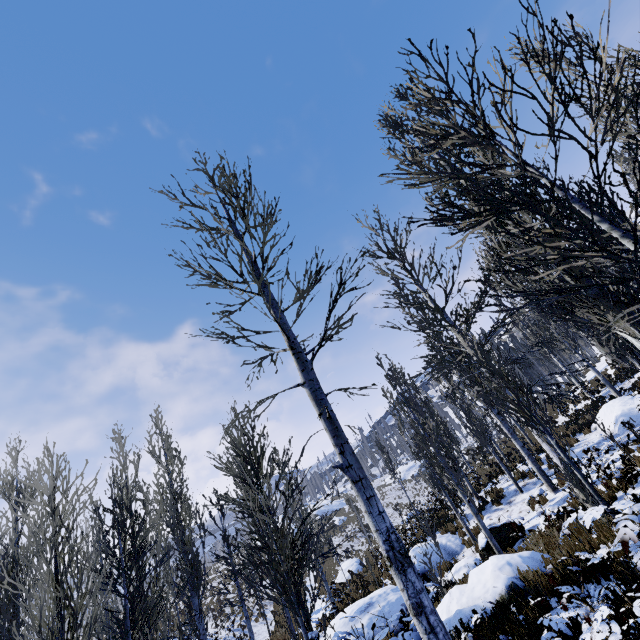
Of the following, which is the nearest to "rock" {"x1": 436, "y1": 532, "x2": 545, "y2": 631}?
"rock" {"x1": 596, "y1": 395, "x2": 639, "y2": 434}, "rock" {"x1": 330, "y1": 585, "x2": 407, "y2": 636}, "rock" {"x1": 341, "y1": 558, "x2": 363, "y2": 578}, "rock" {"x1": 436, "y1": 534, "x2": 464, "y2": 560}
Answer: "rock" {"x1": 330, "y1": 585, "x2": 407, "y2": 636}

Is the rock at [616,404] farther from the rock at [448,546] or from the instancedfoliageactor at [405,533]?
the rock at [448,546]

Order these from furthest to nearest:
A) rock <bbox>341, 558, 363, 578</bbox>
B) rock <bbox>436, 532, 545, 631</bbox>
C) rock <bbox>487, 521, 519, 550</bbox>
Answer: rock <bbox>341, 558, 363, 578</bbox>, rock <bbox>487, 521, 519, 550</bbox>, rock <bbox>436, 532, 545, 631</bbox>

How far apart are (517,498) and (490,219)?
16.6 meters

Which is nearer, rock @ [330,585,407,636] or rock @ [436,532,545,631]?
rock @ [436,532,545,631]

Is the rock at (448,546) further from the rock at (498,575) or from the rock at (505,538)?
the rock at (498,575)

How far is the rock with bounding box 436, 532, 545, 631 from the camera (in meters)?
6.82

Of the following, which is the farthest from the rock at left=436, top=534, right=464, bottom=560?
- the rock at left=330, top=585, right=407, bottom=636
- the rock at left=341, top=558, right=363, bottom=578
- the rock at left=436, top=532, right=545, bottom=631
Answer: the rock at left=341, top=558, right=363, bottom=578
